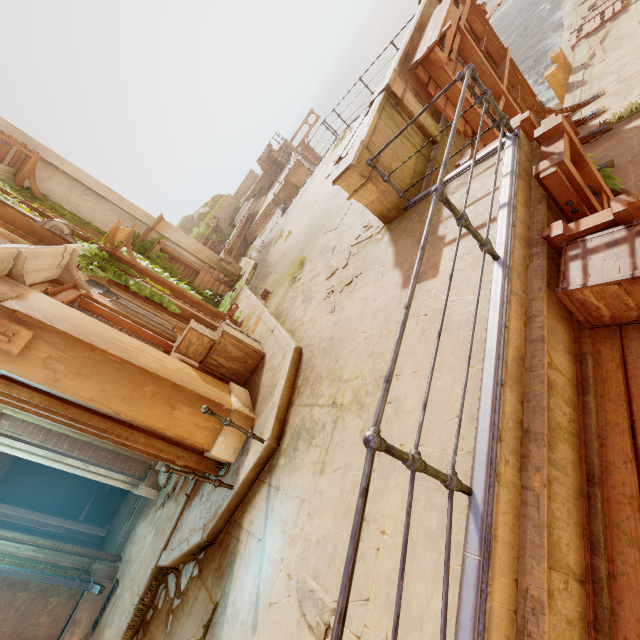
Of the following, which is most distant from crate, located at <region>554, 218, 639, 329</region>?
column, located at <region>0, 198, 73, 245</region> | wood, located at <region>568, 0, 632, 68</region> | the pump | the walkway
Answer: the pump

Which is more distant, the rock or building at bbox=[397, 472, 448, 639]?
the rock

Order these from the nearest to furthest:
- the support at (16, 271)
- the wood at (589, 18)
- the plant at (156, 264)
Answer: the support at (16, 271) → the wood at (589, 18) → the plant at (156, 264)

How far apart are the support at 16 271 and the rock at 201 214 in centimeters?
2857cm

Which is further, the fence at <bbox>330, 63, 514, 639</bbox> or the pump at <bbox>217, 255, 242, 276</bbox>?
the pump at <bbox>217, 255, 242, 276</bbox>

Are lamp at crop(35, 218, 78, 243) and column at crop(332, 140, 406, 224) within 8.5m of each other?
yes

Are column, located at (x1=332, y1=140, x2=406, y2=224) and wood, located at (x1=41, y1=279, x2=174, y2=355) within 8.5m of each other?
yes

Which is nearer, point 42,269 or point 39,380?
point 39,380
